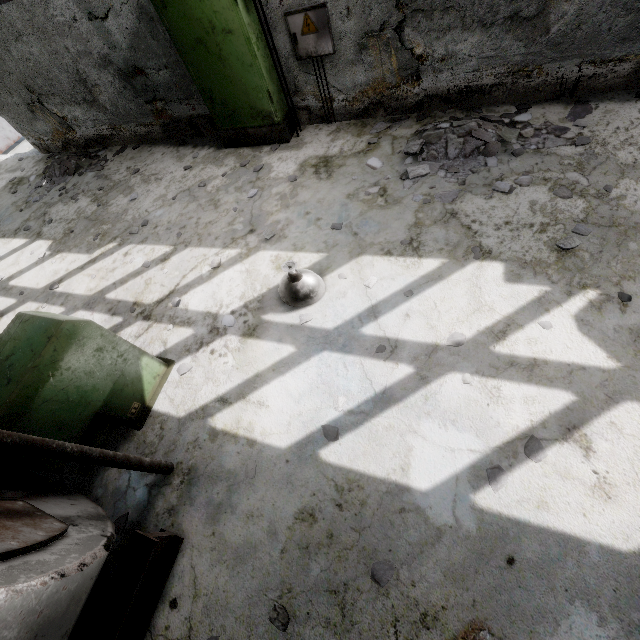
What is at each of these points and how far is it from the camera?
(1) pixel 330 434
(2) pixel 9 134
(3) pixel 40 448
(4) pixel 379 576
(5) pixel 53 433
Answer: (1) concrete debris, 3.01m
(2) door, 9.83m
(3) pipe holder, 2.12m
(4) concrete debris, 2.39m
(5) boiler tank, 2.85m

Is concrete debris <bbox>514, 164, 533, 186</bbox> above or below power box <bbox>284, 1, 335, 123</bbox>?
below

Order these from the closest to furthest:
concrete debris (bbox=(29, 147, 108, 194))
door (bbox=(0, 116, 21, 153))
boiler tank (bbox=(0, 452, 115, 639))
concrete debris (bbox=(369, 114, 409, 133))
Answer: boiler tank (bbox=(0, 452, 115, 639))
concrete debris (bbox=(369, 114, 409, 133))
concrete debris (bbox=(29, 147, 108, 194))
door (bbox=(0, 116, 21, 153))

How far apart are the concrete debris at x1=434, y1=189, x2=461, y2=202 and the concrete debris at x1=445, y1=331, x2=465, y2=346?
1.9 meters

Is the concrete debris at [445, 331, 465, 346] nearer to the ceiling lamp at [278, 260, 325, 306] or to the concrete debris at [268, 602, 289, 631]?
the ceiling lamp at [278, 260, 325, 306]

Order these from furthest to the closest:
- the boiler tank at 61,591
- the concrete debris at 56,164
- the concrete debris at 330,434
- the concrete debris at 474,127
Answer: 1. the concrete debris at 56,164
2. the concrete debris at 474,127
3. the concrete debris at 330,434
4. the boiler tank at 61,591

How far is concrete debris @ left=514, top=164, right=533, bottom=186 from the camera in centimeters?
389cm

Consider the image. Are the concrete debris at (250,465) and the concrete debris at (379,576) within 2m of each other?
yes
